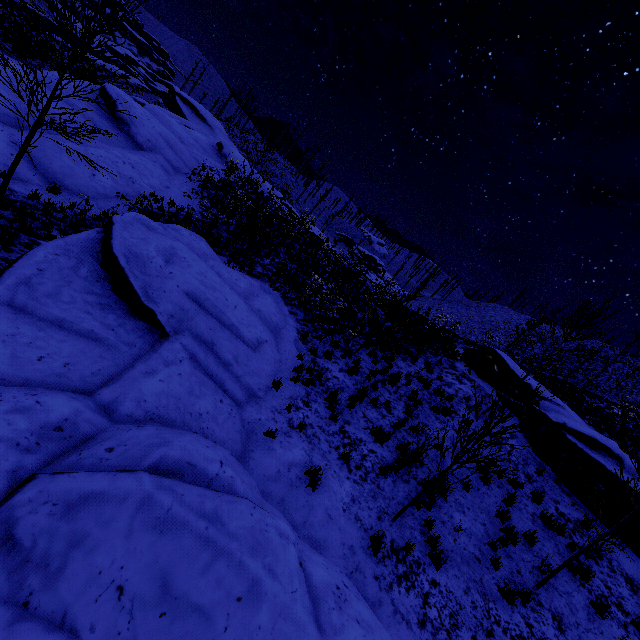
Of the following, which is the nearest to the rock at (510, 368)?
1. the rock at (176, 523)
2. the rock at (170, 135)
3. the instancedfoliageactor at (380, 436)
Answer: the instancedfoliageactor at (380, 436)

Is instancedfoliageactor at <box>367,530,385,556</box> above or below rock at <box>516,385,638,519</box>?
below

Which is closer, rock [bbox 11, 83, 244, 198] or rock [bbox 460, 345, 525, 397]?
rock [bbox 11, 83, 244, 198]

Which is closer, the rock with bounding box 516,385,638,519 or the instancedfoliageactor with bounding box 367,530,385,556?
the instancedfoliageactor with bounding box 367,530,385,556

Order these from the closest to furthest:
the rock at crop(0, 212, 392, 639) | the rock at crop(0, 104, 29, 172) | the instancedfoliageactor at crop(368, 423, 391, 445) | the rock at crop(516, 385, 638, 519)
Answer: the rock at crop(0, 212, 392, 639)
the instancedfoliageactor at crop(368, 423, 391, 445)
the rock at crop(516, 385, 638, 519)
the rock at crop(0, 104, 29, 172)

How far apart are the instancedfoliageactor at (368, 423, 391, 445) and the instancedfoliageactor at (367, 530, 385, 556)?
2.80m

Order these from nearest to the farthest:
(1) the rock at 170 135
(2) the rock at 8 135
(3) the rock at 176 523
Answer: (3) the rock at 176 523 < (2) the rock at 8 135 < (1) the rock at 170 135

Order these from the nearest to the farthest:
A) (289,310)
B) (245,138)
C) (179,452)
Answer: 1. (179,452)
2. (289,310)
3. (245,138)
